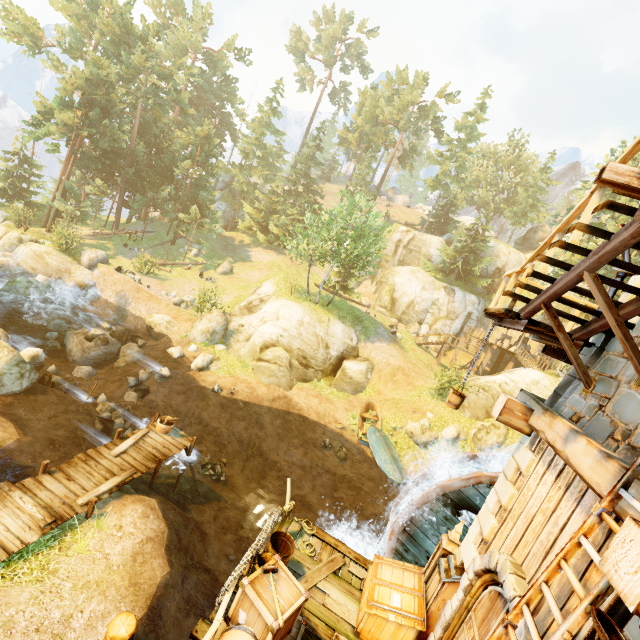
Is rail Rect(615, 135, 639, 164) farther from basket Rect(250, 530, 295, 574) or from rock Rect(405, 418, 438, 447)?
rock Rect(405, 418, 438, 447)

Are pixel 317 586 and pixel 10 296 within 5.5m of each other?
no

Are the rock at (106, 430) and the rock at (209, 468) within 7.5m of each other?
yes

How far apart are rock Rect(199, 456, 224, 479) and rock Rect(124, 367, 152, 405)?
4.7m

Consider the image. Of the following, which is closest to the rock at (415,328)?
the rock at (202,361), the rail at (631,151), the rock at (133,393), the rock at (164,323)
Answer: the rock at (202,361)

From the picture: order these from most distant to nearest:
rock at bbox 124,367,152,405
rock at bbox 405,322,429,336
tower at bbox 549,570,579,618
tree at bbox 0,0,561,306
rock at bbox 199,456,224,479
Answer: rock at bbox 405,322,429,336, tree at bbox 0,0,561,306, rock at bbox 124,367,152,405, rock at bbox 199,456,224,479, tower at bbox 549,570,579,618

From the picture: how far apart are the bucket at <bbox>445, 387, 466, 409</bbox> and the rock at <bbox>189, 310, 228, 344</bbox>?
18.10m

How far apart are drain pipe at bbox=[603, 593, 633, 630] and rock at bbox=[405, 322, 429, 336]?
35.50m
